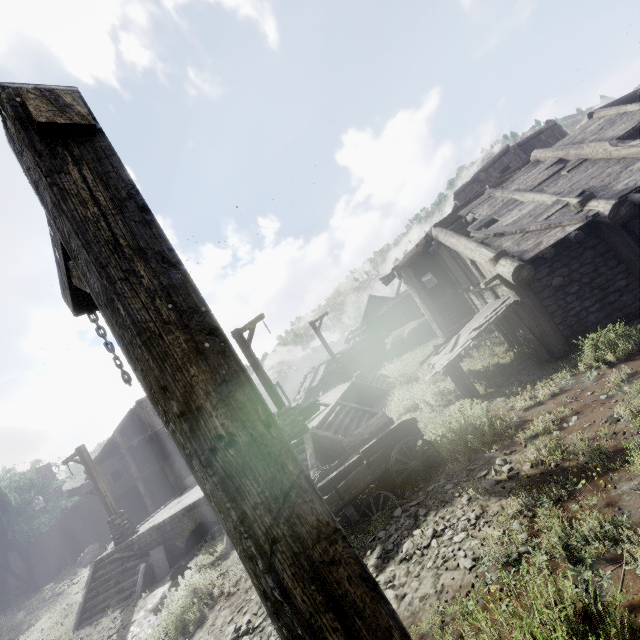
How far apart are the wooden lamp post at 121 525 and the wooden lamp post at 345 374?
13.06m

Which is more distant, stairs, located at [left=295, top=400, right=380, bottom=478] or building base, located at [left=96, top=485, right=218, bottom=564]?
building base, located at [left=96, top=485, right=218, bottom=564]

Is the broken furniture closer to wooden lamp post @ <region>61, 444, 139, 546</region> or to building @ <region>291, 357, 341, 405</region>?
building @ <region>291, 357, 341, 405</region>

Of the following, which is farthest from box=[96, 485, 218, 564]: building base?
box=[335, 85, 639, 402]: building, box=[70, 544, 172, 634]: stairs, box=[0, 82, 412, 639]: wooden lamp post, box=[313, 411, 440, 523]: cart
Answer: box=[0, 82, 412, 639]: wooden lamp post

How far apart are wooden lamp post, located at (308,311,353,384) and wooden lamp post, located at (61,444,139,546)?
13.1m

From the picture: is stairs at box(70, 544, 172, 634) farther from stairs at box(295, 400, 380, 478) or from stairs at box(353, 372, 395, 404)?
stairs at box(353, 372, 395, 404)

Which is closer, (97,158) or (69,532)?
(97,158)

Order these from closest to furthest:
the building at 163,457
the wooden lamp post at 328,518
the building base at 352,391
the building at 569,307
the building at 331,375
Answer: the wooden lamp post at 328,518 < the building at 569,307 < the building base at 352,391 < the building at 163,457 < the building at 331,375
